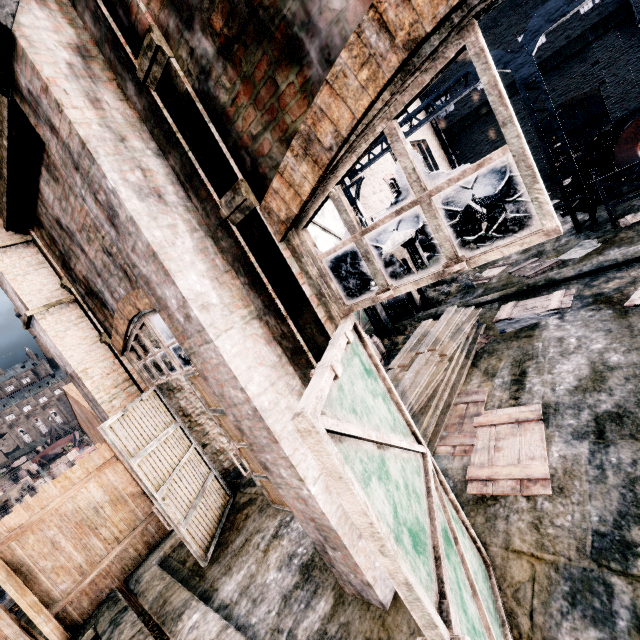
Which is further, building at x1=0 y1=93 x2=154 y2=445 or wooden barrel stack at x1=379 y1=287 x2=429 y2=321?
wooden barrel stack at x1=379 y1=287 x2=429 y2=321

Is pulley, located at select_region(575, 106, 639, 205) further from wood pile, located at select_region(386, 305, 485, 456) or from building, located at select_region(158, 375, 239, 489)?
wood pile, located at select_region(386, 305, 485, 456)

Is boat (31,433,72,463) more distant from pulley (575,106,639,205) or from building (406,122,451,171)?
pulley (575,106,639,205)

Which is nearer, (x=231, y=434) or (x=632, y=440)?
(x=632, y=440)

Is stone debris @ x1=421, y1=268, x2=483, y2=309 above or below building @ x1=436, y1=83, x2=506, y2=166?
below

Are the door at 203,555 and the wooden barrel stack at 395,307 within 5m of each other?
no

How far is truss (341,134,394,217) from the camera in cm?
1591

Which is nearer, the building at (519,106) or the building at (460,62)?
the building at (519,106)
